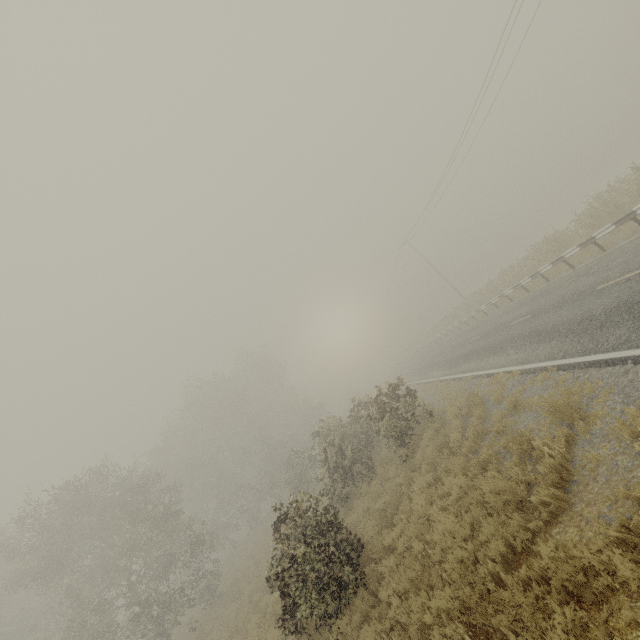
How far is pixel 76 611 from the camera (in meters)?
16.80

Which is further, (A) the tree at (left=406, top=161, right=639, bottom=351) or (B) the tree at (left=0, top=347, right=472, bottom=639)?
(A) the tree at (left=406, top=161, right=639, bottom=351)

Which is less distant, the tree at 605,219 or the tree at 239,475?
the tree at 239,475

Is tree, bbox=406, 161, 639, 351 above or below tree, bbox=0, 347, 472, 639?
below

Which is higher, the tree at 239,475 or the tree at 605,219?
the tree at 239,475
